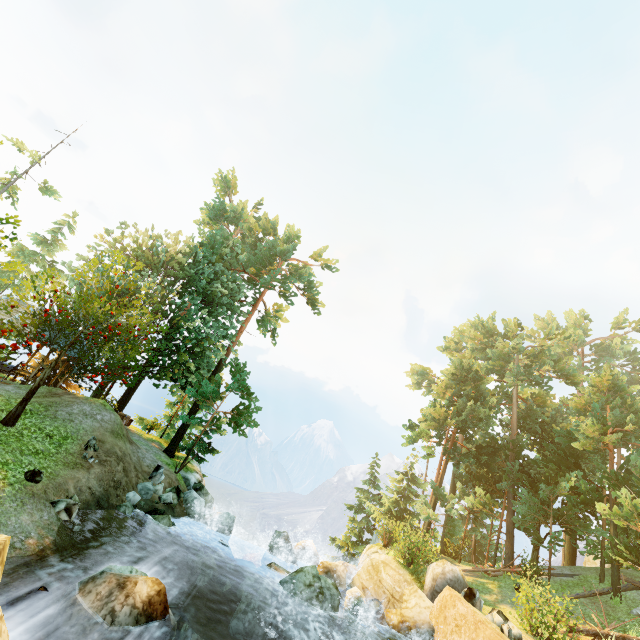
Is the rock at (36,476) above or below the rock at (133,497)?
above

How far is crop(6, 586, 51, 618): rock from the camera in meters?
6.4 m

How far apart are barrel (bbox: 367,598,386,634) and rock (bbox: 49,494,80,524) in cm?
1194

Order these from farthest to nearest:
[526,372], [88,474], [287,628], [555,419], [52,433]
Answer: [526,372]
[555,419]
[52,433]
[88,474]
[287,628]

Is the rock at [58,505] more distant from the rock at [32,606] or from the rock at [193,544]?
the rock at [193,544]

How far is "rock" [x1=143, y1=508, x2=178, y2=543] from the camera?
13.1 meters

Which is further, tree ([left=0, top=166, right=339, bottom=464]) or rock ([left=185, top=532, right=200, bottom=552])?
rock ([left=185, top=532, right=200, bottom=552])

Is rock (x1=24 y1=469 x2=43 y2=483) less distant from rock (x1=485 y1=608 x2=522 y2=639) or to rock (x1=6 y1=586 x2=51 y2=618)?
rock (x1=6 y1=586 x2=51 y2=618)
